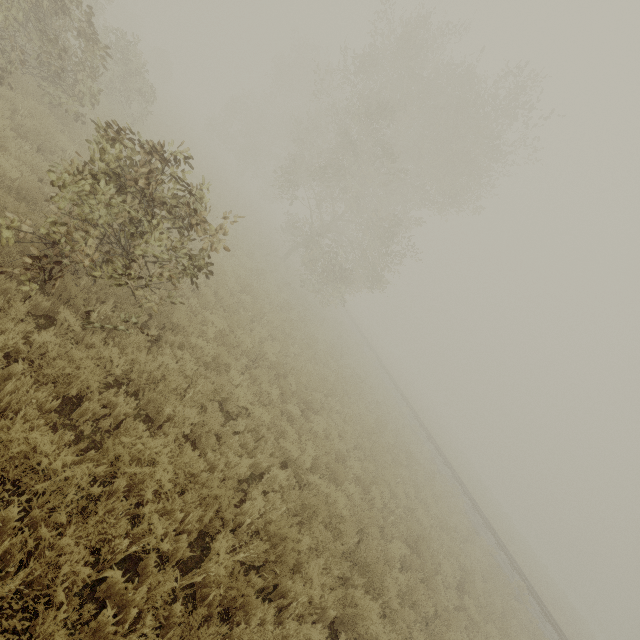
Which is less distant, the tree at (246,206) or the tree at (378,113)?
the tree at (378,113)

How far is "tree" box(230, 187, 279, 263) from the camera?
20.65m

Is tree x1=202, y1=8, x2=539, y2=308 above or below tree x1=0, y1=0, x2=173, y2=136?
above

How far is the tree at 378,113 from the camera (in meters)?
18.00

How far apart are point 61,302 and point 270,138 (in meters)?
45.36

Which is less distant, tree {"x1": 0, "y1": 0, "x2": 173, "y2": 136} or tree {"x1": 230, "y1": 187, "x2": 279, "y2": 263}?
tree {"x1": 0, "y1": 0, "x2": 173, "y2": 136}
